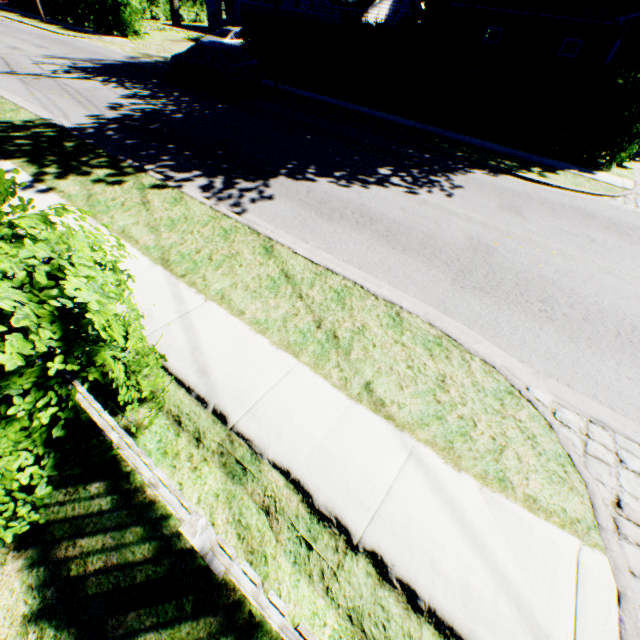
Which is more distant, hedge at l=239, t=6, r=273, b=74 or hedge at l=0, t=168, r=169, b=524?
hedge at l=239, t=6, r=273, b=74

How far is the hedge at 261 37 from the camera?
17.0m

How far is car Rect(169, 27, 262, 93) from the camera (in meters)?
14.20

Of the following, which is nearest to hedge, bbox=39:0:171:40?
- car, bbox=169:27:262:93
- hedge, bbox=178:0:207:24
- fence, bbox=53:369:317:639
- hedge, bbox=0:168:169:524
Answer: hedge, bbox=178:0:207:24

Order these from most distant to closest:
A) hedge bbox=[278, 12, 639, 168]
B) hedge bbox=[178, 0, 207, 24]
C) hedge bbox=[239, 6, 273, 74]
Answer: hedge bbox=[178, 0, 207, 24]
hedge bbox=[239, 6, 273, 74]
hedge bbox=[278, 12, 639, 168]

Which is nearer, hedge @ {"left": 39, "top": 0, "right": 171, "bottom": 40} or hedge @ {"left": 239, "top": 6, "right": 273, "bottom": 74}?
hedge @ {"left": 239, "top": 6, "right": 273, "bottom": 74}

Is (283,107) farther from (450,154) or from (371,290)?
(371,290)

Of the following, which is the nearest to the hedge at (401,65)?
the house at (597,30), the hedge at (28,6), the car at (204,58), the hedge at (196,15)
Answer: the car at (204,58)
